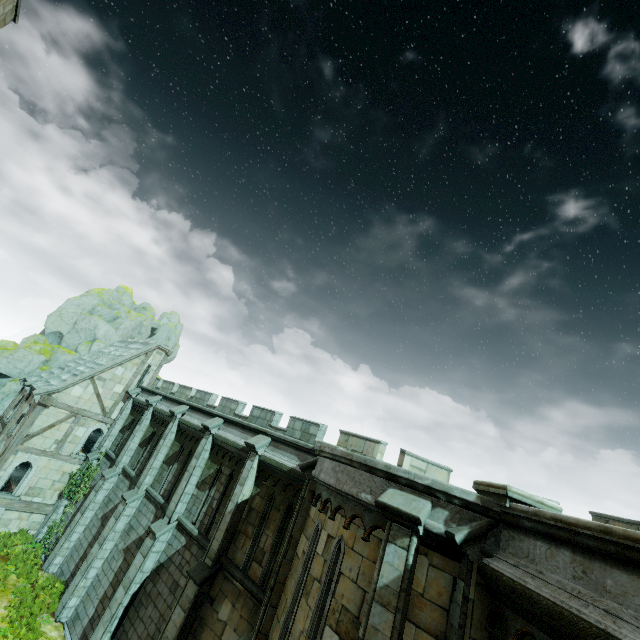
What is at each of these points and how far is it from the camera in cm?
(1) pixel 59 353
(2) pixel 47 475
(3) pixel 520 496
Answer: (1) rock, 3247
(2) building, 1980
(3) stone cap, 503

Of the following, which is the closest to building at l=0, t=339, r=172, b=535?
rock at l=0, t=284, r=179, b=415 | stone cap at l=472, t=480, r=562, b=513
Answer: rock at l=0, t=284, r=179, b=415

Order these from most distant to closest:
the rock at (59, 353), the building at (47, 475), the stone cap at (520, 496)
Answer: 1. the rock at (59, 353)
2. the building at (47, 475)
3. the stone cap at (520, 496)

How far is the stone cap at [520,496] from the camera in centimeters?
502cm

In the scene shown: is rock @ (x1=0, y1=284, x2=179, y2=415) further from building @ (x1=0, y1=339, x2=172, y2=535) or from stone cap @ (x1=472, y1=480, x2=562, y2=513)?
stone cap @ (x1=472, y1=480, x2=562, y2=513)

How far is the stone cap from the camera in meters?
5.0
